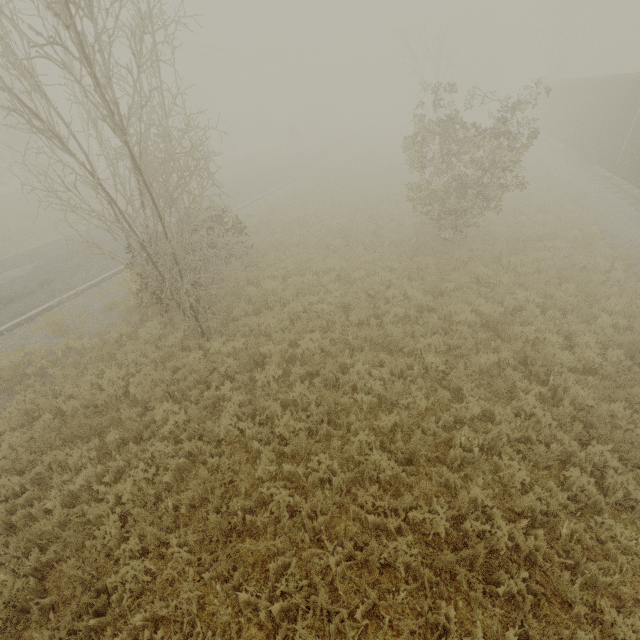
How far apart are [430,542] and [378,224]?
13.1m

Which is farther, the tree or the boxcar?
the tree

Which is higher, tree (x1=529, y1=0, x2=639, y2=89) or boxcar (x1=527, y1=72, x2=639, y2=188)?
tree (x1=529, y1=0, x2=639, y2=89)

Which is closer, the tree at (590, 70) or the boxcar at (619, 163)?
the boxcar at (619, 163)

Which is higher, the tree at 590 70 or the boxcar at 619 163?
the tree at 590 70
